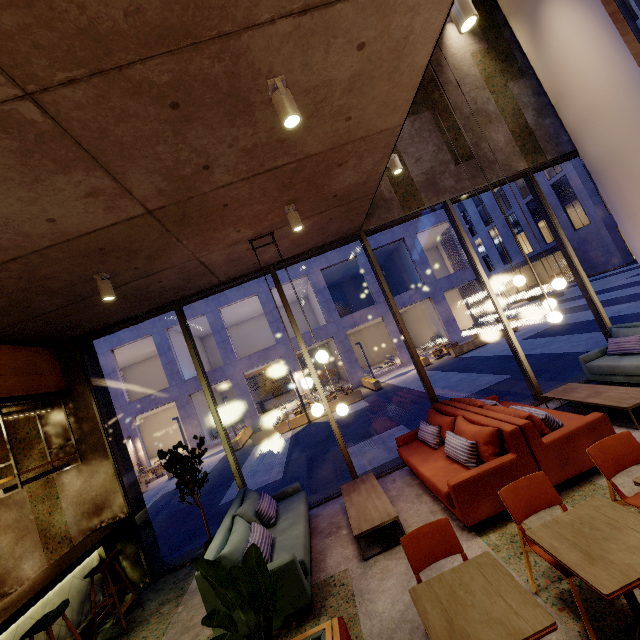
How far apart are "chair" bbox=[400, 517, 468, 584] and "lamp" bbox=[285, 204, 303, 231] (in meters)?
3.66

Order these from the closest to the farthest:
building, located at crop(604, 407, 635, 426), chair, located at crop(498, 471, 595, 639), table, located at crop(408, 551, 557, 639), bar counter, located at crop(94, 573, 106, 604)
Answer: table, located at crop(408, 551, 557, 639)
chair, located at crop(498, 471, 595, 639)
building, located at crop(604, 407, 635, 426)
bar counter, located at crop(94, 573, 106, 604)

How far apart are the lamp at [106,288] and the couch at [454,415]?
4.8m

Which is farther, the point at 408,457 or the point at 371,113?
the point at 408,457

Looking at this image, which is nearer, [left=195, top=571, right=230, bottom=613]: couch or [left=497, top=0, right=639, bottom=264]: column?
[left=195, top=571, right=230, bottom=613]: couch

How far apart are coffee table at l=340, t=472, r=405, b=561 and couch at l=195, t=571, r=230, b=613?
0.59m

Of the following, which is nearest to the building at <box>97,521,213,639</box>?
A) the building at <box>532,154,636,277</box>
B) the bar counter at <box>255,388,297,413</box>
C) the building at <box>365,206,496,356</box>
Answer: the building at <box>365,206,496,356</box>

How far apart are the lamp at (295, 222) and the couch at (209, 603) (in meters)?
3.98
